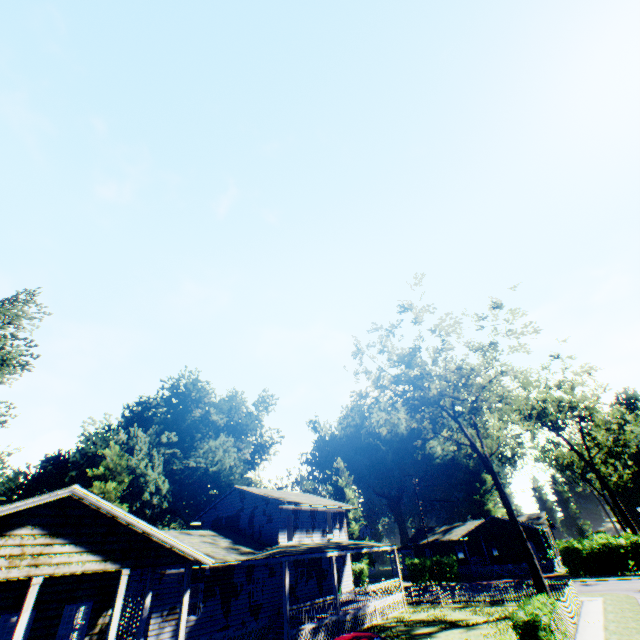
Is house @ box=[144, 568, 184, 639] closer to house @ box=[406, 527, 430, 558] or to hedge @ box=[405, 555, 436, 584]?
hedge @ box=[405, 555, 436, 584]

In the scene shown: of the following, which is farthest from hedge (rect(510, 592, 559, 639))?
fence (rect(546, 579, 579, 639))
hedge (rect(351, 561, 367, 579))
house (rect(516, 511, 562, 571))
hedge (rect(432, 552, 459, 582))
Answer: hedge (rect(351, 561, 367, 579))

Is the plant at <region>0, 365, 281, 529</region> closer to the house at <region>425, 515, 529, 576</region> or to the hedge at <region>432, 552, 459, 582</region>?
the house at <region>425, 515, 529, 576</region>

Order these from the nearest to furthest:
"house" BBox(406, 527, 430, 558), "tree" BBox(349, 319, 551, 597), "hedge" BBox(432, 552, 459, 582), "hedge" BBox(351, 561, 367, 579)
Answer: "tree" BBox(349, 319, 551, 597) → "hedge" BBox(432, 552, 459, 582) → "hedge" BBox(351, 561, 367, 579) → "house" BBox(406, 527, 430, 558)

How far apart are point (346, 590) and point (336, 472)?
30.6 meters

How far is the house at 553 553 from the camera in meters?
41.1

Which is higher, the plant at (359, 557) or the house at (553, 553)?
A: the plant at (359, 557)

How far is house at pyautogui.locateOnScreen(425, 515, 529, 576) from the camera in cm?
4388
